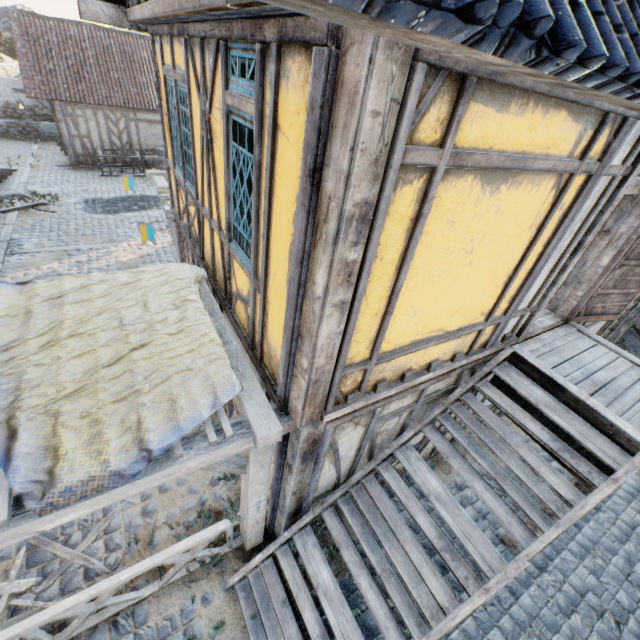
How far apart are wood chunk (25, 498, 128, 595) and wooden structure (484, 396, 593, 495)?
5.8 meters

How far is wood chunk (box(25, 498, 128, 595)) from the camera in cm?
415

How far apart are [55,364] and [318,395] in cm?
254

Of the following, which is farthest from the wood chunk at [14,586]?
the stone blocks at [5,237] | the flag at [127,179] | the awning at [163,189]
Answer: the flag at [127,179]

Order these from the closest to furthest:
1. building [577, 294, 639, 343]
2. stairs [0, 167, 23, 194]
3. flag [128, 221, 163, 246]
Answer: flag [128, 221, 163, 246]
building [577, 294, 639, 343]
stairs [0, 167, 23, 194]

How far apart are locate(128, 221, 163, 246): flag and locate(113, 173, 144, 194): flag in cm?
331

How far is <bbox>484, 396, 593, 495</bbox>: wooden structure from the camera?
4.0 meters

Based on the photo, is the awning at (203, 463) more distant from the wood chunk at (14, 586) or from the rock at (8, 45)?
the rock at (8, 45)
